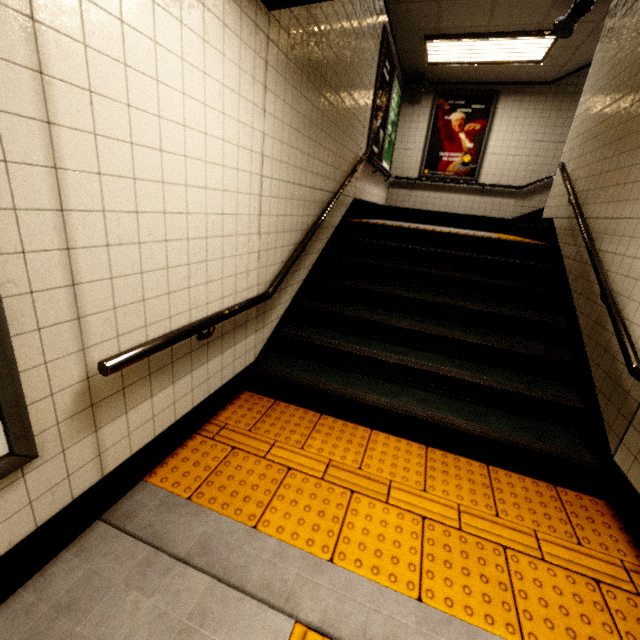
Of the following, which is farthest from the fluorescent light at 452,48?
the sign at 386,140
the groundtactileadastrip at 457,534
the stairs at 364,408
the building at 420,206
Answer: the groundtactileadastrip at 457,534

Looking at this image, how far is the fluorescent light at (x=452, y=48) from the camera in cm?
498

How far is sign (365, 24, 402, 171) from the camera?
4.95m

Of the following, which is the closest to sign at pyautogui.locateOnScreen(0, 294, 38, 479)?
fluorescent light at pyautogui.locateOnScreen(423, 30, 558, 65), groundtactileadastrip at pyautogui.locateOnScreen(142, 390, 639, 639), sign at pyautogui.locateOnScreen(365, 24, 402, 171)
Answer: groundtactileadastrip at pyautogui.locateOnScreen(142, 390, 639, 639)

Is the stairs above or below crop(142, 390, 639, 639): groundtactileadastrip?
above

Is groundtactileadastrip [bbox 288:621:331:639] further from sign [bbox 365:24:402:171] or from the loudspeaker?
the loudspeaker

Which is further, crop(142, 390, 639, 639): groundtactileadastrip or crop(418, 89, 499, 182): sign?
crop(418, 89, 499, 182): sign

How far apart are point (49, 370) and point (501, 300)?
4.03m
